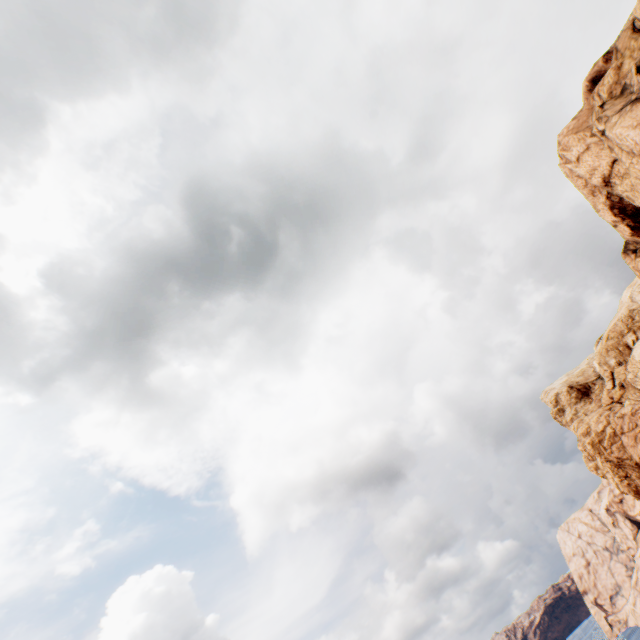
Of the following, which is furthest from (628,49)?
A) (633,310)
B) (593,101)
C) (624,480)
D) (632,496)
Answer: (632,496)
